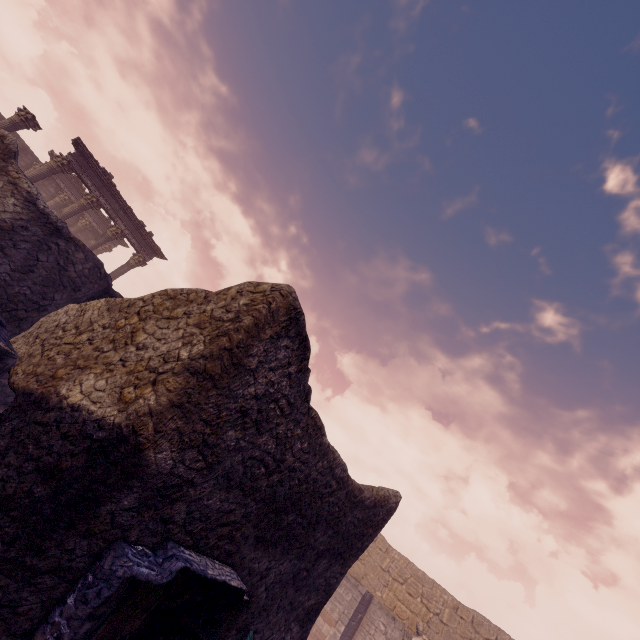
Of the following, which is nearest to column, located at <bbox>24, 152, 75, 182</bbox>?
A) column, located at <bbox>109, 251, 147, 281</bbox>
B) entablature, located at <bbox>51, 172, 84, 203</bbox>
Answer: column, located at <bbox>109, 251, 147, 281</bbox>

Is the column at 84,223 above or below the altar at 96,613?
above

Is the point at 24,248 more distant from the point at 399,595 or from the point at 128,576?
the point at 399,595

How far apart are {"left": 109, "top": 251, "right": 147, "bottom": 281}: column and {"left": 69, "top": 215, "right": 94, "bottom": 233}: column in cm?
585

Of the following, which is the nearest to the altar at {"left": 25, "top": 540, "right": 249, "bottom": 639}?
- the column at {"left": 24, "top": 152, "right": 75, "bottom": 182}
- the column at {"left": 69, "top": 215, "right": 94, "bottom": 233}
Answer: the column at {"left": 24, "top": 152, "right": 75, "bottom": 182}

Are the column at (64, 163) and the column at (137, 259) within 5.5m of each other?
yes

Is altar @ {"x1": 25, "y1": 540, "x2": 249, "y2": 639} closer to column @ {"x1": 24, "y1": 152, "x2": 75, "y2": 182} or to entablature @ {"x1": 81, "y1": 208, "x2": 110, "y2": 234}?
column @ {"x1": 24, "y1": 152, "x2": 75, "y2": 182}

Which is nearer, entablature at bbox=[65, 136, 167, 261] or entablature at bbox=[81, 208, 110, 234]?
entablature at bbox=[65, 136, 167, 261]
